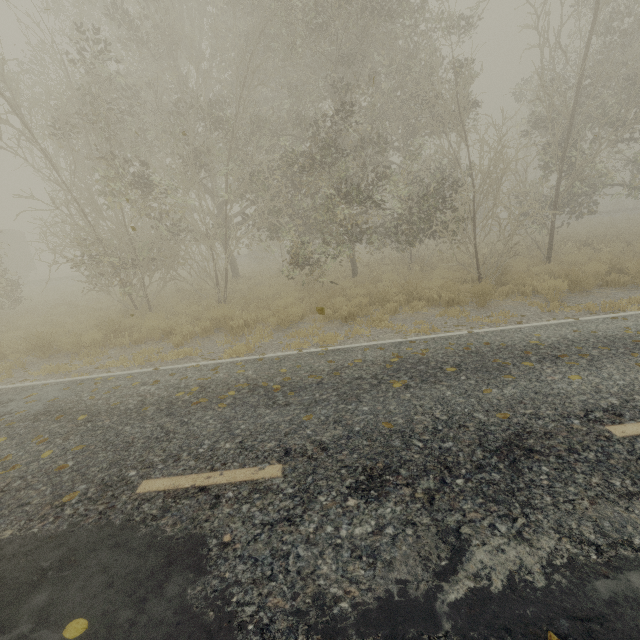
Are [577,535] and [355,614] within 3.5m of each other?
yes

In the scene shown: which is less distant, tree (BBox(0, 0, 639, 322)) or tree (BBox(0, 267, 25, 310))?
tree (BBox(0, 0, 639, 322))

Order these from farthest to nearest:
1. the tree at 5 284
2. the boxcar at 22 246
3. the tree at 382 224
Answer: the boxcar at 22 246 → the tree at 5 284 → the tree at 382 224

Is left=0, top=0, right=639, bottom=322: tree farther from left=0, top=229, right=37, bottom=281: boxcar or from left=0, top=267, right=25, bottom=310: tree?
left=0, top=229, right=37, bottom=281: boxcar

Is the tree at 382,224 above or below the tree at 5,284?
above

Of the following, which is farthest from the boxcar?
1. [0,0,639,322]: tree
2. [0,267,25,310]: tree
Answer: [0,0,639,322]: tree

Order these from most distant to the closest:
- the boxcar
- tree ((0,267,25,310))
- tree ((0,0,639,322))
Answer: the boxcar < tree ((0,267,25,310)) < tree ((0,0,639,322))
